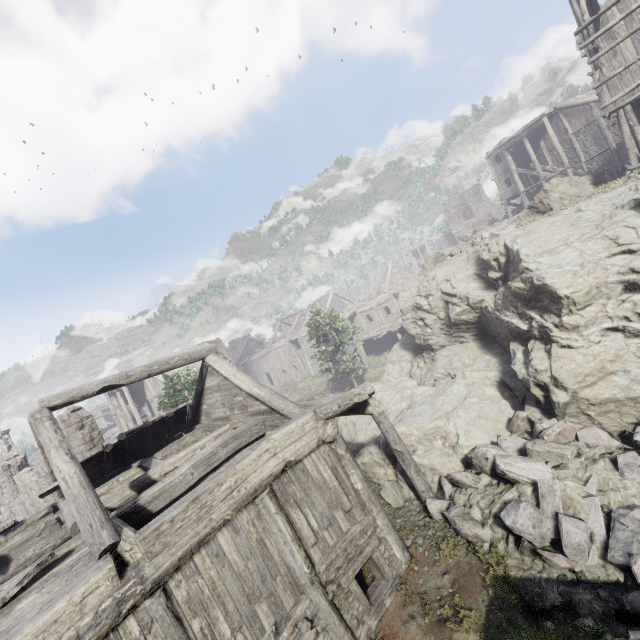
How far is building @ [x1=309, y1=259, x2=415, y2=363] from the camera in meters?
32.5 m

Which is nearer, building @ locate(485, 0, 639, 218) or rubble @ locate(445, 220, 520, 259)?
building @ locate(485, 0, 639, 218)

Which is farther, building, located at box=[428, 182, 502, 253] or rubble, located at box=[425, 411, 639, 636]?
building, located at box=[428, 182, 502, 253]

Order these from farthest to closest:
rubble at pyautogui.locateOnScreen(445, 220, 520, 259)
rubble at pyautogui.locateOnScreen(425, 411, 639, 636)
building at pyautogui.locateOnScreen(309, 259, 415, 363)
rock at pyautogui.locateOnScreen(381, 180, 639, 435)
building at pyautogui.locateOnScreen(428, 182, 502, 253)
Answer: building at pyautogui.locateOnScreen(428, 182, 502, 253) → building at pyautogui.locateOnScreen(309, 259, 415, 363) → rubble at pyautogui.locateOnScreen(445, 220, 520, 259) → rock at pyautogui.locateOnScreen(381, 180, 639, 435) → rubble at pyautogui.locateOnScreen(425, 411, 639, 636)

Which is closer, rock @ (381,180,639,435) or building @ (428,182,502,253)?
rock @ (381,180,639,435)

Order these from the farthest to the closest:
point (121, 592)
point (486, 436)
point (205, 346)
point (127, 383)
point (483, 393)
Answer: point (483, 393)
point (205, 346)
point (486, 436)
point (127, 383)
point (121, 592)

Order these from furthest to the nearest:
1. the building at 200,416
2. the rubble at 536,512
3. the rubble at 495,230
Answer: the rubble at 495,230, the rubble at 536,512, the building at 200,416

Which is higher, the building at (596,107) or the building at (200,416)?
the building at (596,107)
